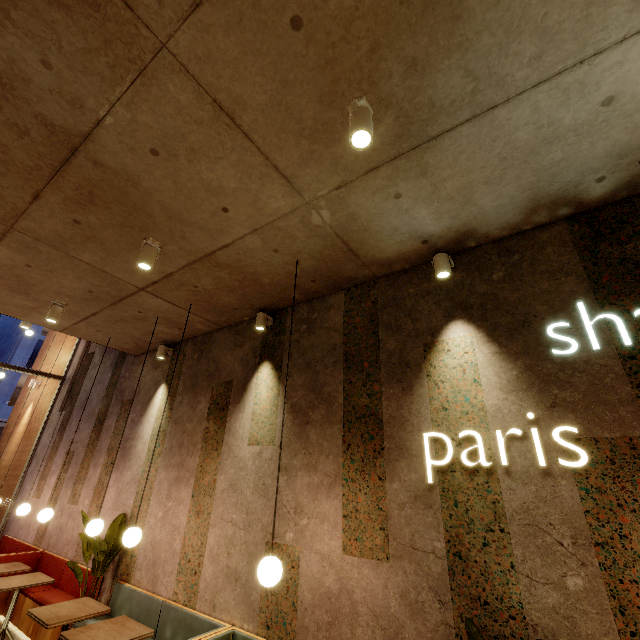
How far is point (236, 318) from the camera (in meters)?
5.37

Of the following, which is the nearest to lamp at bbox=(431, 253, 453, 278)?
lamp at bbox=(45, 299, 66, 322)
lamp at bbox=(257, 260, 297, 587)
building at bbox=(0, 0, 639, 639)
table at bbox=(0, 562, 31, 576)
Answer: building at bbox=(0, 0, 639, 639)

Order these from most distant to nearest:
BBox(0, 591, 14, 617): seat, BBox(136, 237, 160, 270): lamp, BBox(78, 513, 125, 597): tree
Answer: BBox(0, 591, 14, 617): seat
BBox(78, 513, 125, 597): tree
BBox(136, 237, 160, 270): lamp

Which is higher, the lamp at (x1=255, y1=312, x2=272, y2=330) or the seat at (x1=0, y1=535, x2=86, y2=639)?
the lamp at (x1=255, y1=312, x2=272, y2=330)

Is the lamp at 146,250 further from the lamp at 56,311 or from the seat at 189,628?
the seat at 189,628

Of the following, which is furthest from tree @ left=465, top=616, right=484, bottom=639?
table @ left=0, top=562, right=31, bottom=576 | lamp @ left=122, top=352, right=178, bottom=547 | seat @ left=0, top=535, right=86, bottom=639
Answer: table @ left=0, top=562, right=31, bottom=576

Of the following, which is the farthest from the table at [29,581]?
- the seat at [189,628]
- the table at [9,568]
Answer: the seat at [189,628]

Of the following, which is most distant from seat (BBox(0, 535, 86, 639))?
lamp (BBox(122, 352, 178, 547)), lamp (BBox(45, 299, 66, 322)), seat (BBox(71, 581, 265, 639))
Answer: lamp (BBox(45, 299, 66, 322))
